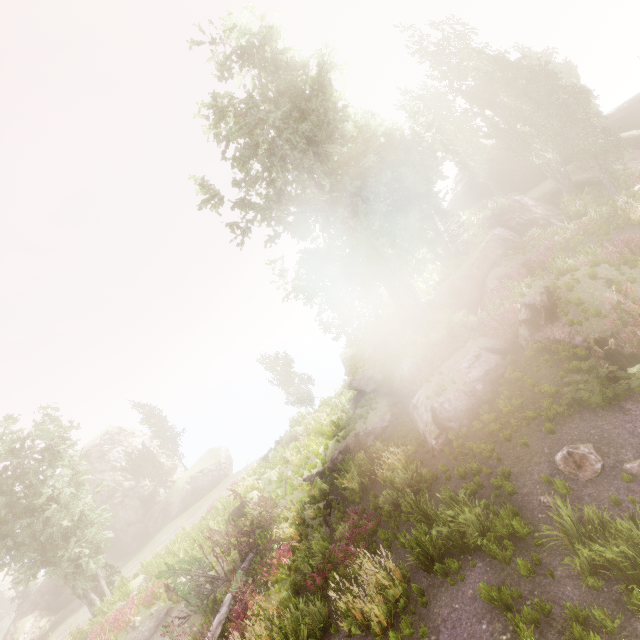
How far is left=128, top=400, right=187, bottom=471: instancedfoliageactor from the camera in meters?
39.2 m

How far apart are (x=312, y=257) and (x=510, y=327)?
11.4 meters

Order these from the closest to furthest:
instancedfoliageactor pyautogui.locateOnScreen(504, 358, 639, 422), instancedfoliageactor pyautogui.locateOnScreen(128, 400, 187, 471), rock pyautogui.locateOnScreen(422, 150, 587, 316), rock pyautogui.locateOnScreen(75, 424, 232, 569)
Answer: instancedfoliageactor pyautogui.locateOnScreen(504, 358, 639, 422)
rock pyautogui.locateOnScreen(422, 150, 587, 316)
rock pyautogui.locateOnScreen(75, 424, 232, 569)
instancedfoliageactor pyautogui.locateOnScreen(128, 400, 187, 471)

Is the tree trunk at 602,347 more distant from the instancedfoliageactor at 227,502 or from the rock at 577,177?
the instancedfoliageactor at 227,502

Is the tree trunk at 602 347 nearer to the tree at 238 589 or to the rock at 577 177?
the rock at 577 177

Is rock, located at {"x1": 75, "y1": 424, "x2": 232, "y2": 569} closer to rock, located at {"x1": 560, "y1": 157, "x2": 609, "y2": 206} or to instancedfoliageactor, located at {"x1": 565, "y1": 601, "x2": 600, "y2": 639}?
instancedfoliageactor, located at {"x1": 565, "y1": 601, "x2": 600, "y2": 639}

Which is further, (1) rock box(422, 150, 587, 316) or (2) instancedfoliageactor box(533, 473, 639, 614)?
(1) rock box(422, 150, 587, 316)

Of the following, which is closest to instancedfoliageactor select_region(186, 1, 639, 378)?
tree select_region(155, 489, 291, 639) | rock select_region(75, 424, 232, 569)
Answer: rock select_region(75, 424, 232, 569)
